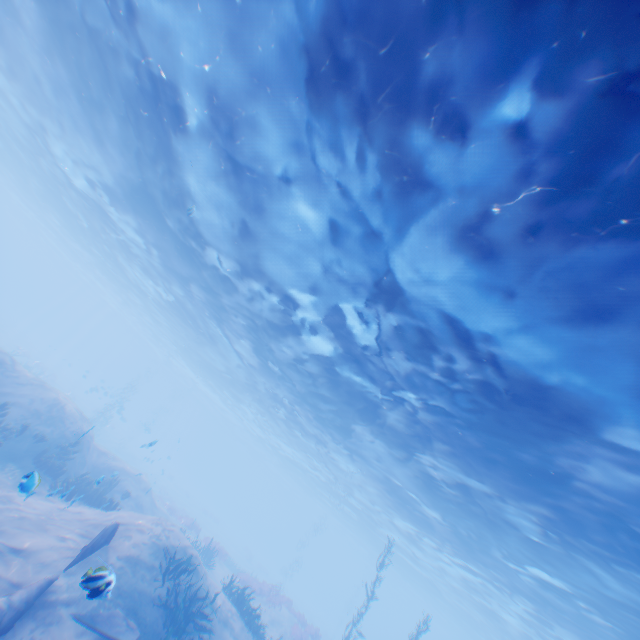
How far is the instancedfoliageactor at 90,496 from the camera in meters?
13.5 m

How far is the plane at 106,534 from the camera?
9.07m

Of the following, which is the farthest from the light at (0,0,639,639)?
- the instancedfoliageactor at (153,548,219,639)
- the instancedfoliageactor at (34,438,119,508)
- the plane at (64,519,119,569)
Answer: the instancedfoliageactor at (34,438,119,508)

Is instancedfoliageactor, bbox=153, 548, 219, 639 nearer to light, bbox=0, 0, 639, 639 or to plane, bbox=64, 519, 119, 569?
plane, bbox=64, 519, 119, 569

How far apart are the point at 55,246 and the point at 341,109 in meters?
72.8 m

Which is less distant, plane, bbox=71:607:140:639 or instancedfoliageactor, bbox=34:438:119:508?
plane, bbox=71:607:140:639

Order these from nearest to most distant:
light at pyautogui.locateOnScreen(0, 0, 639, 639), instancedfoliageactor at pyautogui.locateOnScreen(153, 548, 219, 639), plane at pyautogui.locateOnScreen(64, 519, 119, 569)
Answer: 1. light at pyautogui.locateOnScreen(0, 0, 639, 639)
2. plane at pyautogui.locateOnScreen(64, 519, 119, 569)
3. instancedfoliageactor at pyautogui.locateOnScreen(153, 548, 219, 639)
